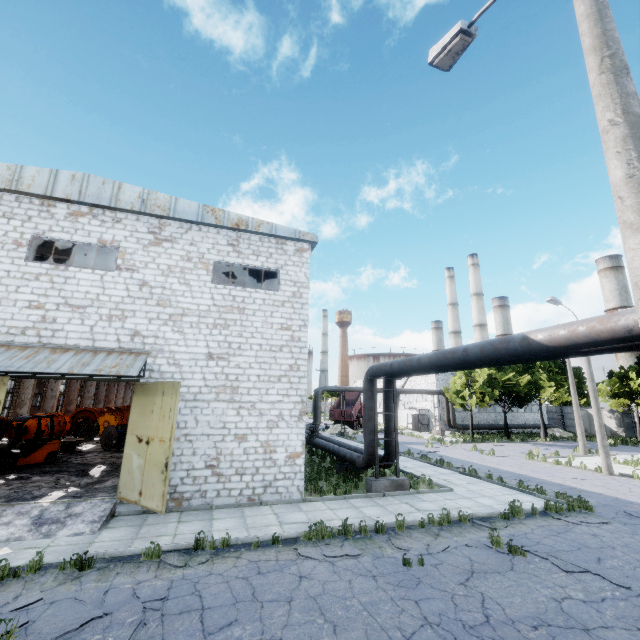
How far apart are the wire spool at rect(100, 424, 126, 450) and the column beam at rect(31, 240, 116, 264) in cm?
1046

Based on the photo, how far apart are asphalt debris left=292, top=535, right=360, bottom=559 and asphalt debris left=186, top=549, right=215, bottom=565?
1.94m

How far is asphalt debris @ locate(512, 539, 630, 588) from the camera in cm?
706

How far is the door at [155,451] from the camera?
9.79m

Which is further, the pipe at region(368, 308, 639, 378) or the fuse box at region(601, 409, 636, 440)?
the fuse box at region(601, 409, 636, 440)

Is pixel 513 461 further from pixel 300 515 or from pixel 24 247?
pixel 24 247

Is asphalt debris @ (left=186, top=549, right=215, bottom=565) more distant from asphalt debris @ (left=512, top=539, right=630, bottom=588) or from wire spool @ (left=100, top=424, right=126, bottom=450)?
wire spool @ (left=100, top=424, right=126, bottom=450)

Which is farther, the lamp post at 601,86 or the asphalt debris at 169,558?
the asphalt debris at 169,558
